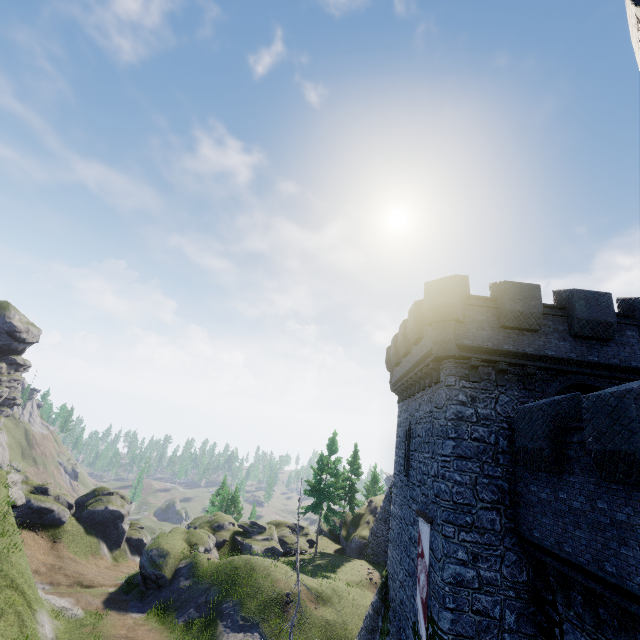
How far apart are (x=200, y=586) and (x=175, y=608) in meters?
1.7

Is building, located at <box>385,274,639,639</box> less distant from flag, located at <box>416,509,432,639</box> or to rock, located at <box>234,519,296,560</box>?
flag, located at <box>416,509,432,639</box>

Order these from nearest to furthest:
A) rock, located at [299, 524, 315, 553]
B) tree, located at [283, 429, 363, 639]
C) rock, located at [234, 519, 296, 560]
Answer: tree, located at [283, 429, 363, 639], rock, located at [234, 519, 296, 560], rock, located at [299, 524, 315, 553]

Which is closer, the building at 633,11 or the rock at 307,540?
the building at 633,11

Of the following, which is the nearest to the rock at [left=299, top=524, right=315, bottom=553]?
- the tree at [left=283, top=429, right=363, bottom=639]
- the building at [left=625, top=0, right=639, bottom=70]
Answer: the tree at [left=283, top=429, right=363, bottom=639]

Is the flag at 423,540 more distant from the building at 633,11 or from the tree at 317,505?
the tree at 317,505
